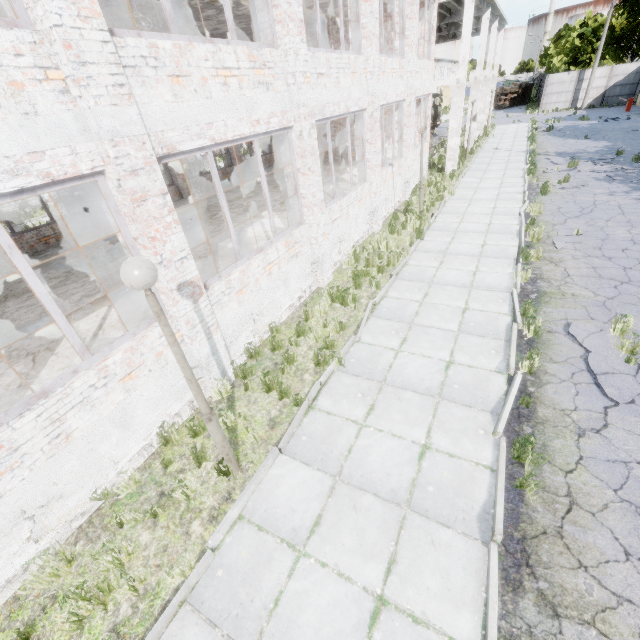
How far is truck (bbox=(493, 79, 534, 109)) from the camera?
47.47m

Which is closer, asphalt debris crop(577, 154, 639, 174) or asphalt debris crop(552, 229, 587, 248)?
asphalt debris crop(552, 229, 587, 248)

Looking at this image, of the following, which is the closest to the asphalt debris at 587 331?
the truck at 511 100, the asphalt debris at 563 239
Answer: the asphalt debris at 563 239

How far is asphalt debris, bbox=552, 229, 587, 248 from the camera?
9.6 meters

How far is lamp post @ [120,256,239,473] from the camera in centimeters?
293cm

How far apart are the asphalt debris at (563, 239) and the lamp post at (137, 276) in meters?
10.4

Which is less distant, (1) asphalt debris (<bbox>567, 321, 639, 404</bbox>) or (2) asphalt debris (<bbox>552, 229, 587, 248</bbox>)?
(1) asphalt debris (<bbox>567, 321, 639, 404</bbox>)

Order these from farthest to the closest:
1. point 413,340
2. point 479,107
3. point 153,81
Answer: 1. point 479,107
2. point 413,340
3. point 153,81
